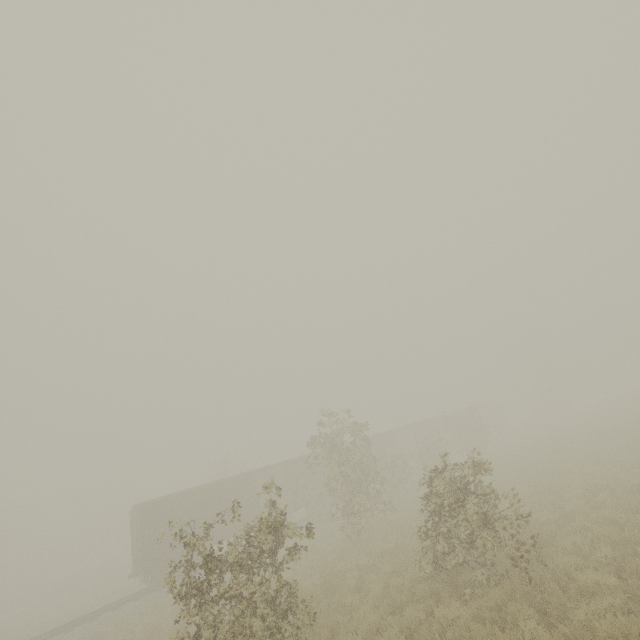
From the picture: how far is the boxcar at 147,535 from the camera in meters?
19.6

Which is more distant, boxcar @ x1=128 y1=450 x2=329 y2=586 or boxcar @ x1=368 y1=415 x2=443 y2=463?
boxcar @ x1=368 y1=415 x2=443 y2=463

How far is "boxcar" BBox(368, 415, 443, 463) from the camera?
34.0m

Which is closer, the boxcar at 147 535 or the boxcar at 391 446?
the boxcar at 147 535

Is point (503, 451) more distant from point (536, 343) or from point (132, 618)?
point (536, 343)
